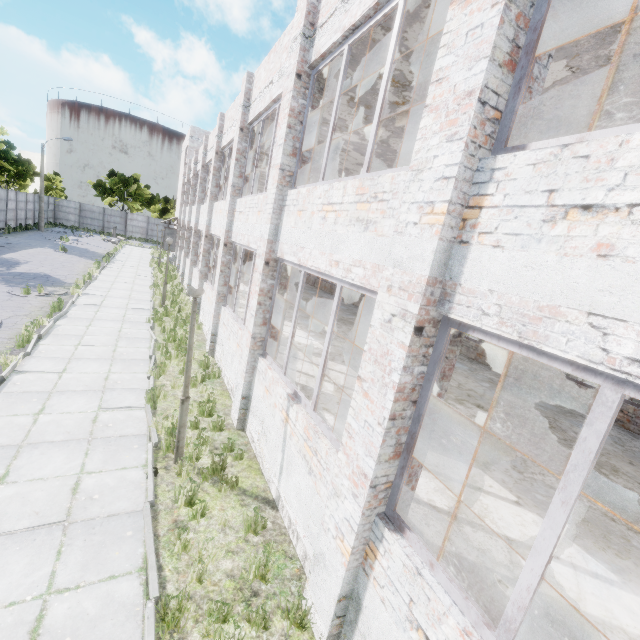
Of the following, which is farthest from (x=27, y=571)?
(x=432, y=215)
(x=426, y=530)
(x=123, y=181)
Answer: (x=123, y=181)
